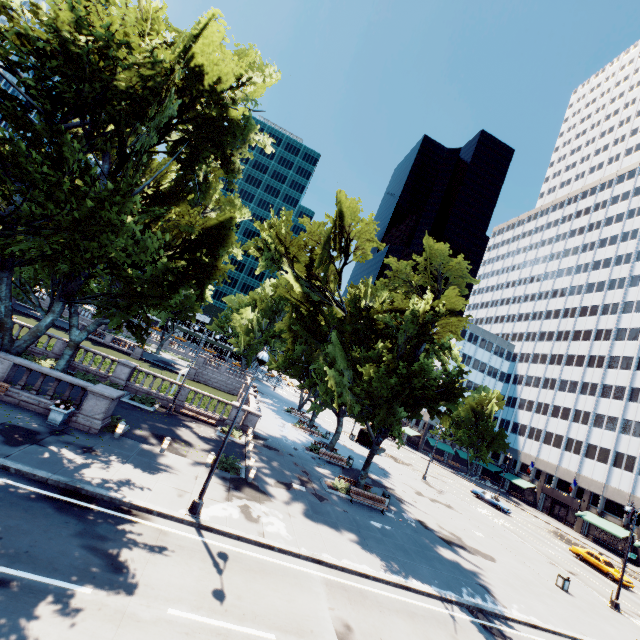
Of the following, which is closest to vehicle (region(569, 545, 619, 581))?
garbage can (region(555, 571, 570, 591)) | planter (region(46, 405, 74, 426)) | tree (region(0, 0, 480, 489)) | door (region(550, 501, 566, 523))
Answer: garbage can (region(555, 571, 570, 591))

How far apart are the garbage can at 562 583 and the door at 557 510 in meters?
43.0 m

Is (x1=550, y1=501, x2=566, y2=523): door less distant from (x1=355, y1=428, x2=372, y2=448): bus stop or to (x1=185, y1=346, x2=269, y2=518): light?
(x1=355, y1=428, x2=372, y2=448): bus stop

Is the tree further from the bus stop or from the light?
the bus stop

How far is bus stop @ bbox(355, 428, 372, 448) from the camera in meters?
47.7 m

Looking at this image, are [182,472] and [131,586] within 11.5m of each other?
yes

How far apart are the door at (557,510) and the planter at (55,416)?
73.30m

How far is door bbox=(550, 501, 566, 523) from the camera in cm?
5575
